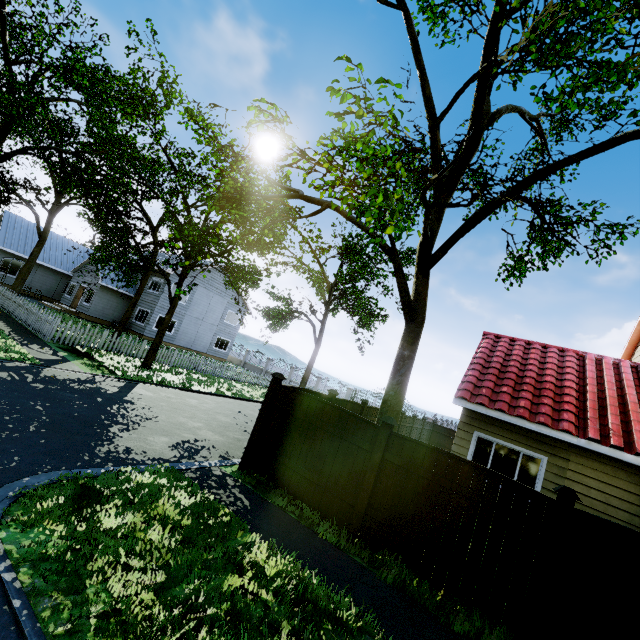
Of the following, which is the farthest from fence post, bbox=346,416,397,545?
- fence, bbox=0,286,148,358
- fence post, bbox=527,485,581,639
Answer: fence post, bbox=527,485,581,639

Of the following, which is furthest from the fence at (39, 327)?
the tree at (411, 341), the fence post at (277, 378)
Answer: the tree at (411, 341)

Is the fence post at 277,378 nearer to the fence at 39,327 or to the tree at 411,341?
the fence at 39,327

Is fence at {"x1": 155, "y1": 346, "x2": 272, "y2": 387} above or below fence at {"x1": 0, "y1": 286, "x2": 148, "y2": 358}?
above

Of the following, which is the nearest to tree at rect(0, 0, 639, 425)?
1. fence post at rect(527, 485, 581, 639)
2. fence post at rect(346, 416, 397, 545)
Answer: fence post at rect(346, 416, 397, 545)

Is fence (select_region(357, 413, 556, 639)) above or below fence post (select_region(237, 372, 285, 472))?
below

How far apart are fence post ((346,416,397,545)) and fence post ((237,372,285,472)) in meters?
2.6

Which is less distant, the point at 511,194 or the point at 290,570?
the point at 290,570
